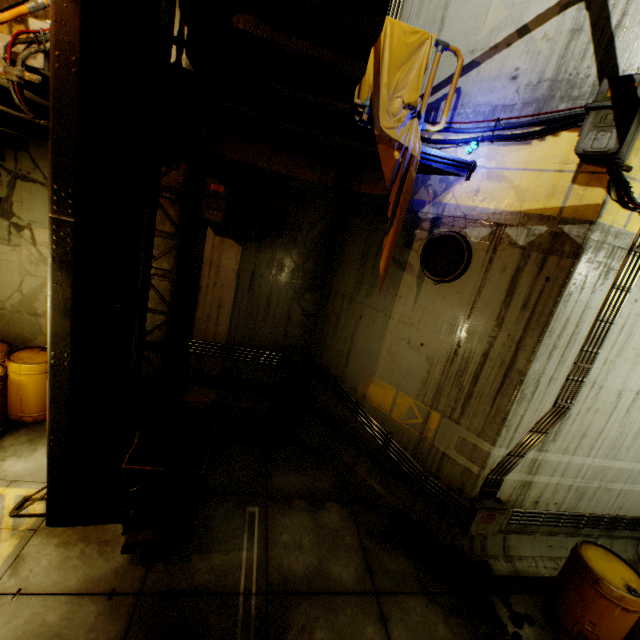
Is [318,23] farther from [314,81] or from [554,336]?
[554,336]

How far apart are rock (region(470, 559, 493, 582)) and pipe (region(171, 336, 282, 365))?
4.28m

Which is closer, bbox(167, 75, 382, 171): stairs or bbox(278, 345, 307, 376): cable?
bbox(167, 75, 382, 171): stairs

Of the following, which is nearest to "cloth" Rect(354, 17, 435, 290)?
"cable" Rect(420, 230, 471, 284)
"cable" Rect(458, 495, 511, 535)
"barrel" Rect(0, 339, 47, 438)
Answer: "cable" Rect(420, 230, 471, 284)

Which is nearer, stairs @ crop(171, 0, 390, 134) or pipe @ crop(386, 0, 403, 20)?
stairs @ crop(171, 0, 390, 134)

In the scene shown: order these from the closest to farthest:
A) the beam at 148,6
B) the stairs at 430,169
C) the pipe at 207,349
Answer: the beam at 148,6, the stairs at 430,169, the pipe at 207,349

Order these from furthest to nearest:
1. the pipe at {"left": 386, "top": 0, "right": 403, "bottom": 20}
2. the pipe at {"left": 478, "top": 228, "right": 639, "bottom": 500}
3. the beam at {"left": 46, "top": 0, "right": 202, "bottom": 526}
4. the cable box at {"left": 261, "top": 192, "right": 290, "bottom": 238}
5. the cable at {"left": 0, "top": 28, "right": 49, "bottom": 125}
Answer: the cable box at {"left": 261, "top": 192, "right": 290, "bottom": 238}, the pipe at {"left": 386, "top": 0, "right": 403, "bottom": 20}, the pipe at {"left": 478, "top": 228, "right": 639, "bottom": 500}, the cable at {"left": 0, "top": 28, "right": 49, "bottom": 125}, the beam at {"left": 46, "top": 0, "right": 202, "bottom": 526}

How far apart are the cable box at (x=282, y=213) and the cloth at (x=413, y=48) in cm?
186
